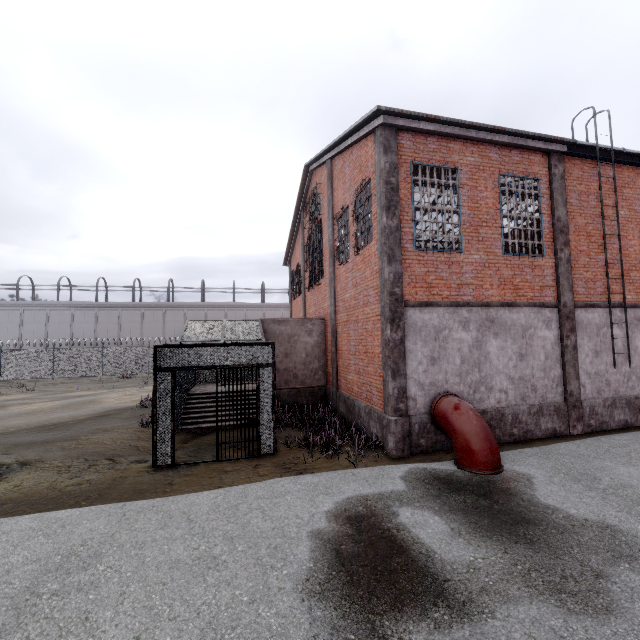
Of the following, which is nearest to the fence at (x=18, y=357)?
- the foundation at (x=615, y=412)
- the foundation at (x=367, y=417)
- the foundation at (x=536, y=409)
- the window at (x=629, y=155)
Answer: the window at (x=629, y=155)

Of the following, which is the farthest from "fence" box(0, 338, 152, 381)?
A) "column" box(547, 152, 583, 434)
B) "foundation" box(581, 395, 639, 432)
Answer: "column" box(547, 152, 583, 434)

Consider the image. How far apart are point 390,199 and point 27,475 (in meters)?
11.44

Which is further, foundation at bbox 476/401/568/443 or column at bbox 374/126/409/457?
foundation at bbox 476/401/568/443

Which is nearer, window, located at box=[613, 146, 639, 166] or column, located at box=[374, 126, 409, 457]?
column, located at box=[374, 126, 409, 457]

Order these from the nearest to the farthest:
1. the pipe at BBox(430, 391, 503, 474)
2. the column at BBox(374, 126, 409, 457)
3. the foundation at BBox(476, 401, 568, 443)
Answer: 1. the pipe at BBox(430, 391, 503, 474)
2. the column at BBox(374, 126, 409, 457)
3. the foundation at BBox(476, 401, 568, 443)

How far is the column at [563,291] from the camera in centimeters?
987cm

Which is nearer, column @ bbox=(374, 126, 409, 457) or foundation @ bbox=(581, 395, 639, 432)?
column @ bbox=(374, 126, 409, 457)
